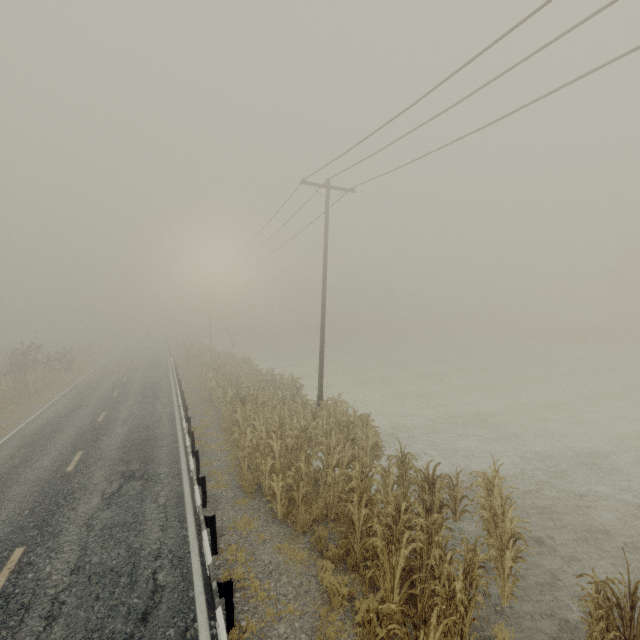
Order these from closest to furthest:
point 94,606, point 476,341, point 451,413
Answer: point 94,606 → point 451,413 → point 476,341

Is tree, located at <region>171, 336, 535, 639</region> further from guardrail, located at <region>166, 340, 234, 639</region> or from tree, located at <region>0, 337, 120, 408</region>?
tree, located at <region>0, 337, 120, 408</region>

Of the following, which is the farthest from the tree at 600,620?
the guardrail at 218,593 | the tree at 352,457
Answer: the guardrail at 218,593

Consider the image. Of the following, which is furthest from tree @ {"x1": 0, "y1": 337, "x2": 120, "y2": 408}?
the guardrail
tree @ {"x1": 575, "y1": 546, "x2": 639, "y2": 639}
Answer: tree @ {"x1": 575, "y1": 546, "x2": 639, "y2": 639}

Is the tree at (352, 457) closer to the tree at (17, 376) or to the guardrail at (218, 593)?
the guardrail at (218, 593)

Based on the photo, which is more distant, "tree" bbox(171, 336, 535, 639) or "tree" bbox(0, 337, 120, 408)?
"tree" bbox(0, 337, 120, 408)

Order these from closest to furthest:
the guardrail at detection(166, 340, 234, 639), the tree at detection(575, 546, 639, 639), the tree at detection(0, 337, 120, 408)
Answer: the tree at detection(575, 546, 639, 639) < the guardrail at detection(166, 340, 234, 639) < the tree at detection(0, 337, 120, 408)

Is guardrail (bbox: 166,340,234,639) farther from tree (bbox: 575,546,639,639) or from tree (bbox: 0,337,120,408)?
tree (bbox: 0,337,120,408)
